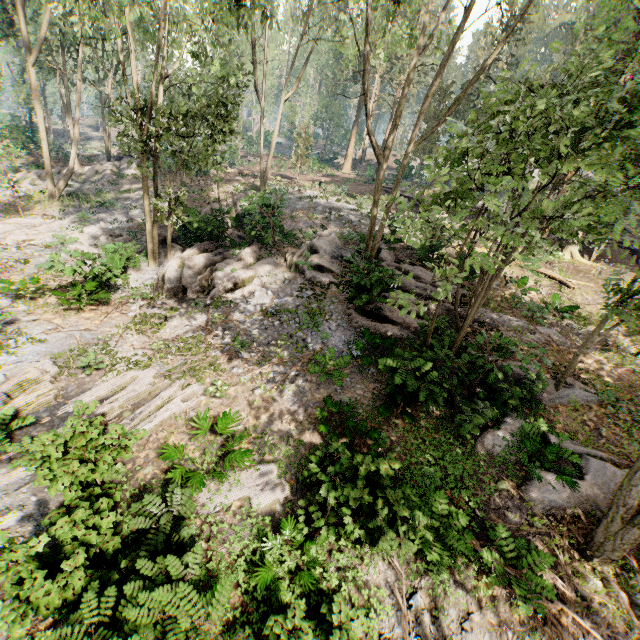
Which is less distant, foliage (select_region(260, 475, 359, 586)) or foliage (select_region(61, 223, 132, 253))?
foliage (select_region(260, 475, 359, 586))

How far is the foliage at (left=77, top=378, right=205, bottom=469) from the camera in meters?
6.3

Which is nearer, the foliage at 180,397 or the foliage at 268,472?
the foliage at 180,397

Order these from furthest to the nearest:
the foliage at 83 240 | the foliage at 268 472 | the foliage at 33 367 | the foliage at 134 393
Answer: the foliage at 83 240
the foliage at 33 367
the foliage at 268 472
the foliage at 134 393

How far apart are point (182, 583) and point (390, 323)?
11.01m

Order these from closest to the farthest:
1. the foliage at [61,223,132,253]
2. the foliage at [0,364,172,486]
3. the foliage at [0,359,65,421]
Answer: the foliage at [0,364,172,486] < the foliage at [0,359,65,421] < the foliage at [61,223,132,253]
